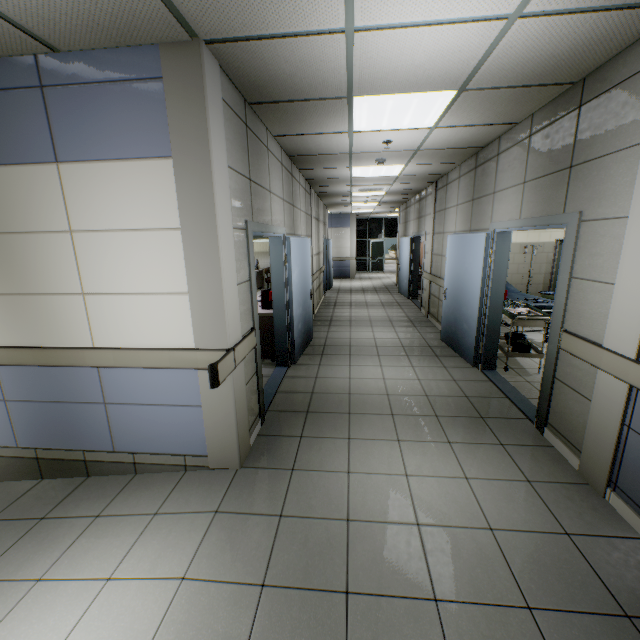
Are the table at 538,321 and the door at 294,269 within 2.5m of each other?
no

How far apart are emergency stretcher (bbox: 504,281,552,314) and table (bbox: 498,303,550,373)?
0.33m

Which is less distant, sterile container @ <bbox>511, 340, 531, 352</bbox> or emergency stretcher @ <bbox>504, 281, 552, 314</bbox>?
sterile container @ <bbox>511, 340, 531, 352</bbox>

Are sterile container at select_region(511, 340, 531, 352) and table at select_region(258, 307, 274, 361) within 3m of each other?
no

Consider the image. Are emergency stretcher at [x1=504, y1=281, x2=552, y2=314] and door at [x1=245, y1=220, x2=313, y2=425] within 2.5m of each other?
no

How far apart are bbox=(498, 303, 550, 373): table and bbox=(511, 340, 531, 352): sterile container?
0.0 meters

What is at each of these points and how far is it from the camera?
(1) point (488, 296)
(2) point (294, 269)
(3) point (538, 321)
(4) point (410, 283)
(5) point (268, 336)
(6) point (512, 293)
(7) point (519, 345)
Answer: (1) door, 4.7 meters
(2) door, 5.1 meters
(3) table, 4.6 meters
(4) door, 10.6 meters
(5) table, 5.3 meters
(6) emergency stretcher, 6.8 meters
(7) sterile container, 4.8 meters

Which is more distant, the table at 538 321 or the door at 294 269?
the table at 538 321
